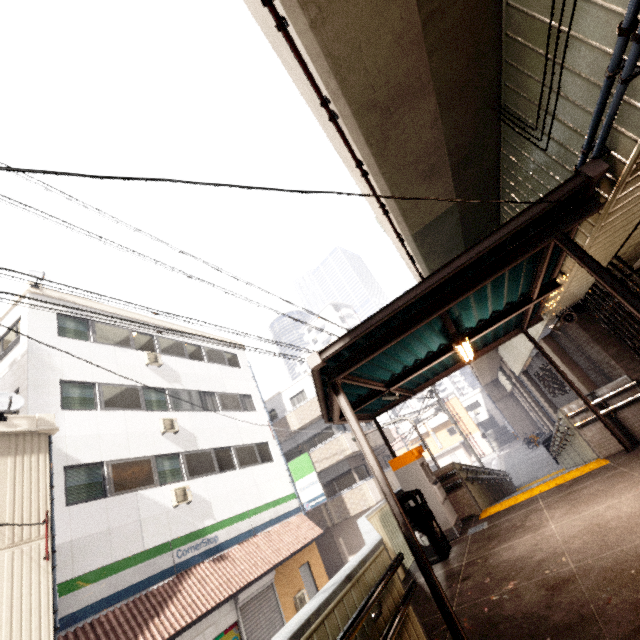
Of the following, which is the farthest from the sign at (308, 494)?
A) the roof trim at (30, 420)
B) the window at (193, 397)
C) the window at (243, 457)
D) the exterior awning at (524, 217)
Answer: the roof trim at (30, 420)

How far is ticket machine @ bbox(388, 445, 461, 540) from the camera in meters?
6.9 m

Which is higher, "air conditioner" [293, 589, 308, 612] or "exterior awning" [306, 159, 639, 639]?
"exterior awning" [306, 159, 639, 639]

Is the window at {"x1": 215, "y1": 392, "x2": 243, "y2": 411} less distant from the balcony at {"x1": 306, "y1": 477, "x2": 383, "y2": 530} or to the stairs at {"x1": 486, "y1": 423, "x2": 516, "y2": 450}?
the balcony at {"x1": 306, "y1": 477, "x2": 383, "y2": 530}

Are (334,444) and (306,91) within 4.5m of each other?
no

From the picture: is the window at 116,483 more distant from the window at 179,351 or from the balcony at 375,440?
the balcony at 375,440

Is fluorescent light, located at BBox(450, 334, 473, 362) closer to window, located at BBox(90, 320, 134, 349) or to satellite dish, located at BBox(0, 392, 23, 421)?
satellite dish, located at BBox(0, 392, 23, 421)

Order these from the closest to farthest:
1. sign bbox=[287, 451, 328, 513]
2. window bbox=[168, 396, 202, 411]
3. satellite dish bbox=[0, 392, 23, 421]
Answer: satellite dish bbox=[0, 392, 23, 421], window bbox=[168, 396, 202, 411], sign bbox=[287, 451, 328, 513]
